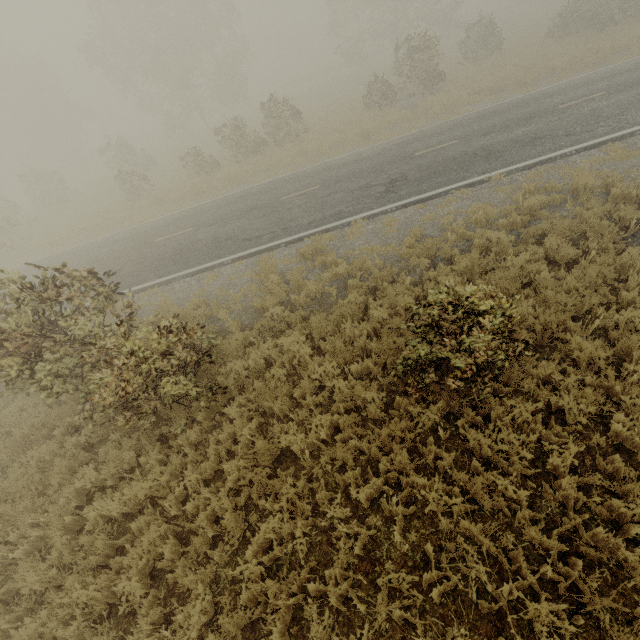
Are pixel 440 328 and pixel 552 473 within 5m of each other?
yes

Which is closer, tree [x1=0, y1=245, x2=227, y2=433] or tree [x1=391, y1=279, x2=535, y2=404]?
tree [x1=391, y1=279, x2=535, y2=404]

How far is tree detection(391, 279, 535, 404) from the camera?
4.1 meters

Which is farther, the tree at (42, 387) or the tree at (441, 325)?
the tree at (42, 387)

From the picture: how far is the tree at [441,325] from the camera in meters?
4.1 m
